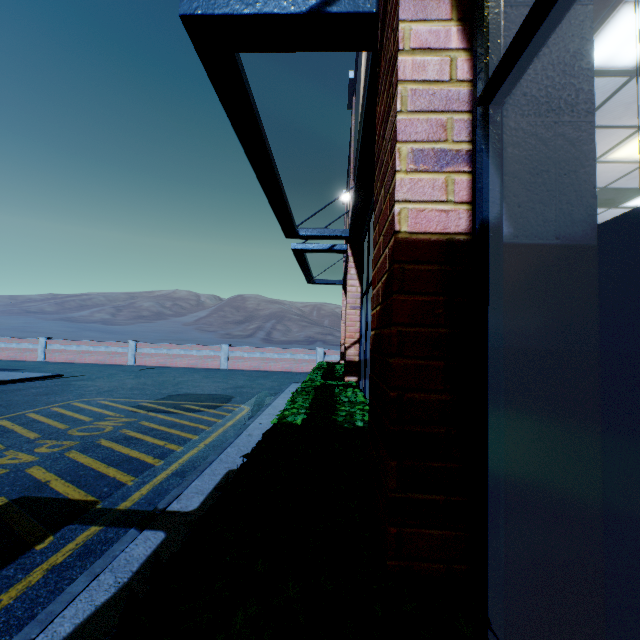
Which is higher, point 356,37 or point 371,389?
point 356,37

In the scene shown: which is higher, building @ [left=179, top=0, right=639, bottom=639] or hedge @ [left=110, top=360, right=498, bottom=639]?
building @ [left=179, top=0, right=639, bottom=639]

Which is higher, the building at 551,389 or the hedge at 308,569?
the building at 551,389
